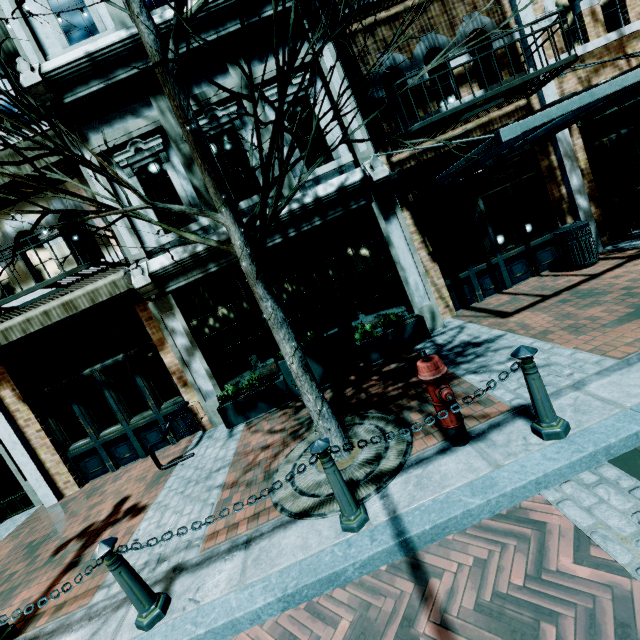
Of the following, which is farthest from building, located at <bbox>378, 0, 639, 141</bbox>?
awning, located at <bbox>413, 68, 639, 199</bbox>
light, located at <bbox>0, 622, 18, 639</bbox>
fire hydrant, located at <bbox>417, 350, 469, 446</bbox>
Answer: fire hydrant, located at <bbox>417, 350, 469, 446</bbox>

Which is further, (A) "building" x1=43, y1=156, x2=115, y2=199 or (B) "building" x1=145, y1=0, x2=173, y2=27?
(A) "building" x1=43, y1=156, x2=115, y2=199

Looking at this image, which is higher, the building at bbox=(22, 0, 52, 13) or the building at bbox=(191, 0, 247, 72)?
the building at bbox=(22, 0, 52, 13)

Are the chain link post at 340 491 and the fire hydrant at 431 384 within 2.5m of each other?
yes

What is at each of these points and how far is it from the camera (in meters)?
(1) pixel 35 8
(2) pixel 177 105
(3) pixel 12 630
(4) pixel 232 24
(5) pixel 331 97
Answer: (1) building, 5.94
(2) tree, 3.18
(3) light, 3.41
(4) building, 5.86
(5) building, 6.33

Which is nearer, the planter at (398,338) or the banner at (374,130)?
the banner at (374,130)

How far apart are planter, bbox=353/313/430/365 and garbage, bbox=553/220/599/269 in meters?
3.4
